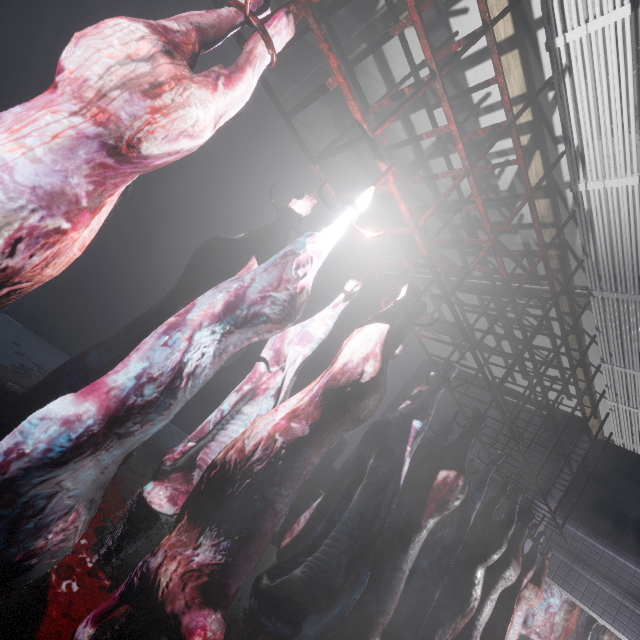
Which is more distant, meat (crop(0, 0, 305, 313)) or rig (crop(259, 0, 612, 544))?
rig (crop(259, 0, 612, 544))

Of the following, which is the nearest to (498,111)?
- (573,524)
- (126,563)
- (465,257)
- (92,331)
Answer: (465,257)

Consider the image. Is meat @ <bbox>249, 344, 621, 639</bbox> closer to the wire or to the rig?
the rig

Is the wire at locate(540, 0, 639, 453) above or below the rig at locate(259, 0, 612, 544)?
above

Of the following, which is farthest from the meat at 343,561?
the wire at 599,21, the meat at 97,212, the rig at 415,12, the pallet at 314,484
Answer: the meat at 97,212

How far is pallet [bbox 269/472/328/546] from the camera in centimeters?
400cm

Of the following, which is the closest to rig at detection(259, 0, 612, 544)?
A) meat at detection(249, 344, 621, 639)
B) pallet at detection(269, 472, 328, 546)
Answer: meat at detection(249, 344, 621, 639)

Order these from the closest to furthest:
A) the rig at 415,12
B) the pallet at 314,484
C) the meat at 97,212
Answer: the meat at 97,212, the rig at 415,12, the pallet at 314,484
